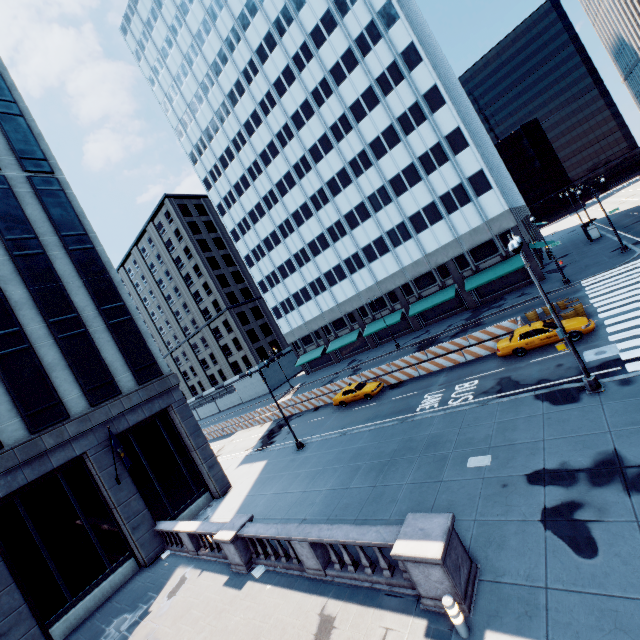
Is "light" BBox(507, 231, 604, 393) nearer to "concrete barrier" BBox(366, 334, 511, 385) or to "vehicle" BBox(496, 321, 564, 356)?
"vehicle" BBox(496, 321, 564, 356)

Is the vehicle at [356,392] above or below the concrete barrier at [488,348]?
above

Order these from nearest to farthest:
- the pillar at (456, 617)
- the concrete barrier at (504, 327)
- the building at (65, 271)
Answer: the pillar at (456, 617) → the building at (65, 271) → the concrete barrier at (504, 327)

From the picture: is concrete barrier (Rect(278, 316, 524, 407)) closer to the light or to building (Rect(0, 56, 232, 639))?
the light

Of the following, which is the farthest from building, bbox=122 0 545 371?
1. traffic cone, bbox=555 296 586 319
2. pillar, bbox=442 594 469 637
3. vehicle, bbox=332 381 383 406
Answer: pillar, bbox=442 594 469 637

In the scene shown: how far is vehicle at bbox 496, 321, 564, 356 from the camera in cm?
1930

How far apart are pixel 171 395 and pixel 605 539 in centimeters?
2401cm

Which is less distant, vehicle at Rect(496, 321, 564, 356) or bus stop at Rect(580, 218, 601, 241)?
vehicle at Rect(496, 321, 564, 356)
